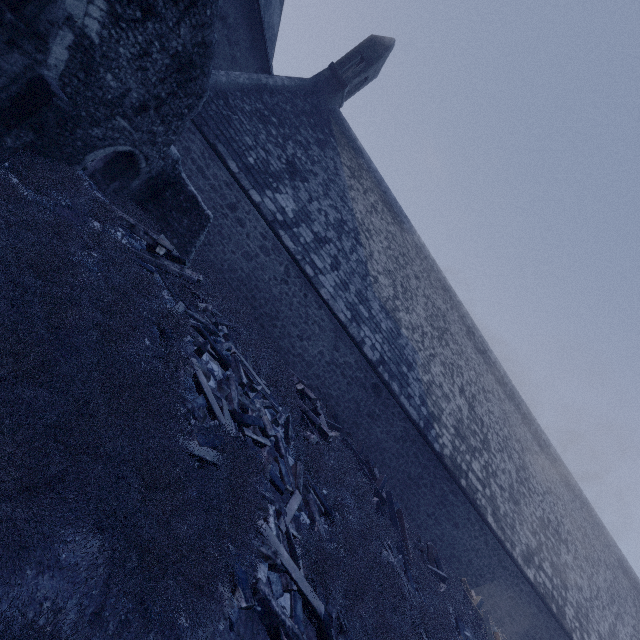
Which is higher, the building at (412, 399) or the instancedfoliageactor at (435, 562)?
the building at (412, 399)

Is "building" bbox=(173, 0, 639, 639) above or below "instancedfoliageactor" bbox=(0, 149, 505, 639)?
Answer: above

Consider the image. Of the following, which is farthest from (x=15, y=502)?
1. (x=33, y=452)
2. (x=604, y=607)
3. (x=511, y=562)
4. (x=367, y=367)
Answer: (x=604, y=607)

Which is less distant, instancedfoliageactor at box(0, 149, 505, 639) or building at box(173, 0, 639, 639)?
instancedfoliageactor at box(0, 149, 505, 639)

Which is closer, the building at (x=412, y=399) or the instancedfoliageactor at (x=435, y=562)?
the instancedfoliageactor at (x=435, y=562)
